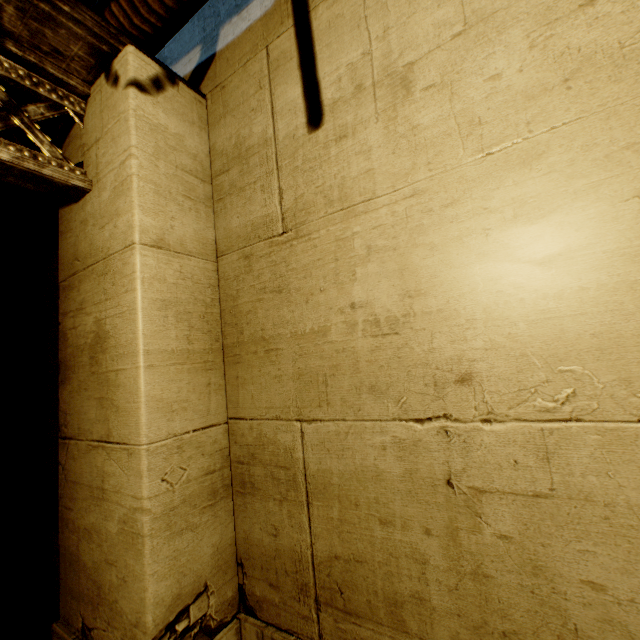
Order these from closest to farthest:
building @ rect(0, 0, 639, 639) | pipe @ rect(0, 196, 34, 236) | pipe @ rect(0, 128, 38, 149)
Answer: building @ rect(0, 0, 639, 639) < pipe @ rect(0, 128, 38, 149) < pipe @ rect(0, 196, 34, 236)

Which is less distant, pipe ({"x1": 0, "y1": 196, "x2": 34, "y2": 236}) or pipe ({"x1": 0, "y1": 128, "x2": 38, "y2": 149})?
pipe ({"x1": 0, "y1": 128, "x2": 38, "y2": 149})

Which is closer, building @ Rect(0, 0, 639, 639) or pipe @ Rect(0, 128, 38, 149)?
building @ Rect(0, 0, 639, 639)

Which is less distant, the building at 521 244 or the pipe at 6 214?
the building at 521 244

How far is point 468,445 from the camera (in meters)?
1.58

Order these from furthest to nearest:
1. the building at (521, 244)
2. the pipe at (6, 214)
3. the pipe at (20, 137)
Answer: the pipe at (6, 214) < the pipe at (20, 137) < the building at (521, 244)

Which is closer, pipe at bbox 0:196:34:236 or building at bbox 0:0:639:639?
building at bbox 0:0:639:639

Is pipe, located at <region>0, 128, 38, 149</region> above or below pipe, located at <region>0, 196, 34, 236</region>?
above
